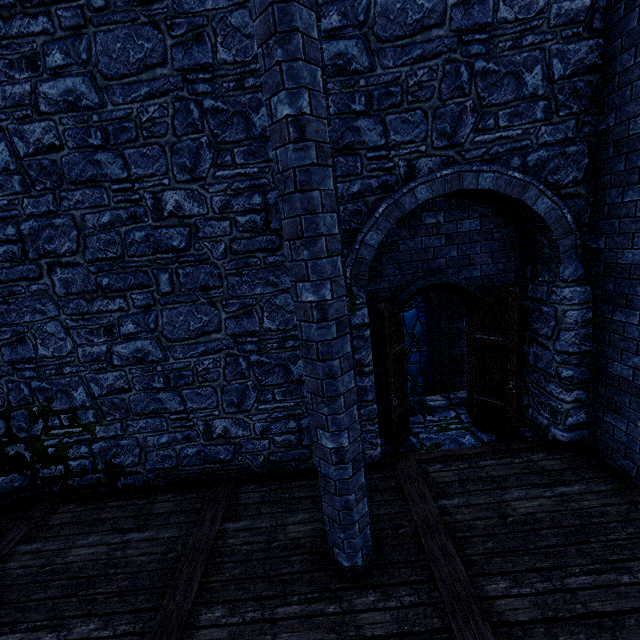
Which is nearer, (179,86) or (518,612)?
(518,612)

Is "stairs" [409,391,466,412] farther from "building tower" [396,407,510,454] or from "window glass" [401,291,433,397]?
"window glass" [401,291,433,397]

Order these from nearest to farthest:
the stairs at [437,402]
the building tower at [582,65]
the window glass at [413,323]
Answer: the building tower at [582,65]
the stairs at [437,402]
the window glass at [413,323]

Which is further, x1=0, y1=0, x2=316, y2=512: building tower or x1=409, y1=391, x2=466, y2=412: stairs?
x1=409, y1=391, x2=466, y2=412: stairs

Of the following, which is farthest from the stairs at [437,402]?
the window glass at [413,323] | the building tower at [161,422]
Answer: the window glass at [413,323]

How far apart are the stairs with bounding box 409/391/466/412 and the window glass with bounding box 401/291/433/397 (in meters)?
1.09

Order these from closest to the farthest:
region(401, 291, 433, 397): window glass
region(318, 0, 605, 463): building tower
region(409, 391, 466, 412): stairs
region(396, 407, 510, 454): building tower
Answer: region(318, 0, 605, 463): building tower → region(396, 407, 510, 454): building tower → region(409, 391, 466, 412): stairs → region(401, 291, 433, 397): window glass

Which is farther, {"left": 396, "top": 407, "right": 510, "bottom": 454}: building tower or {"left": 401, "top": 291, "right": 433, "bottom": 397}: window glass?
{"left": 401, "top": 291, "right": 433, "bottom": 397}: window glass
